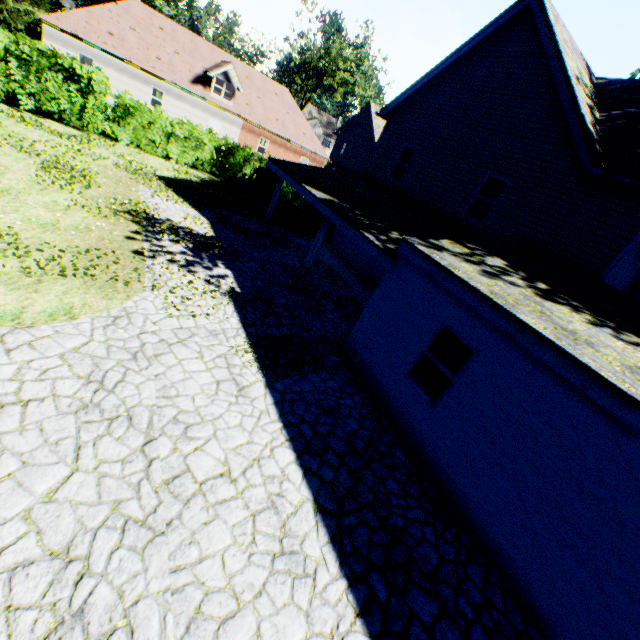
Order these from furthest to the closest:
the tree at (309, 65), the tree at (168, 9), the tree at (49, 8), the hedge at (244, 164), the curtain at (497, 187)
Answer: the tree at (309, 65)
the tree at (168, 9)
the tree at (49, 8)
the hedge at (244, 164)
the curtain at (497, 187)

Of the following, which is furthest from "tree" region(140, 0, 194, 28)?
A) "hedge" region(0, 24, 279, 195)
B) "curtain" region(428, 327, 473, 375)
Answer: "curtain" region(428, 327, 473, 375)

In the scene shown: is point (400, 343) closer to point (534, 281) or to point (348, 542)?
point (534, 281)

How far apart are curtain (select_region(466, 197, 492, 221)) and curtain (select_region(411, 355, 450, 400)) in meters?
6.8 m

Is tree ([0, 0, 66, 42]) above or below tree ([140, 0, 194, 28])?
below

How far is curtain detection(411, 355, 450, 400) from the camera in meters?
6.8 m

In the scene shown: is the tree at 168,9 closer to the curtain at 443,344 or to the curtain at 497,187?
the curtain at 497,187
